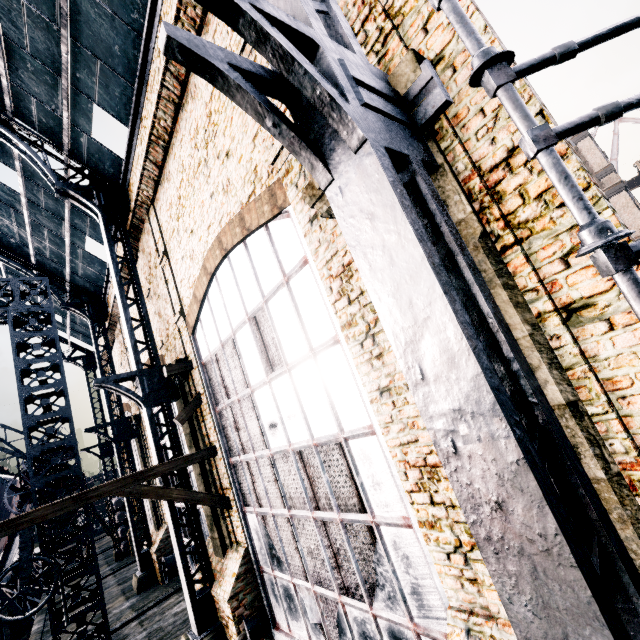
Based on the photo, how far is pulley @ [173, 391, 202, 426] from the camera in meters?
11.6 m

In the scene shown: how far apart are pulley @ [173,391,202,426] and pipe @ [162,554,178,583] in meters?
12.0 m

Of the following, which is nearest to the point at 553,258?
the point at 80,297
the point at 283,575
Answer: the point at 283,575

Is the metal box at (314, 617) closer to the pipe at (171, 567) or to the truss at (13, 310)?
the truss at (13, 310)

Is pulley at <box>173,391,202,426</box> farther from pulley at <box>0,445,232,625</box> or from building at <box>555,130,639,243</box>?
pulley at <box>0,445,232,625</box>

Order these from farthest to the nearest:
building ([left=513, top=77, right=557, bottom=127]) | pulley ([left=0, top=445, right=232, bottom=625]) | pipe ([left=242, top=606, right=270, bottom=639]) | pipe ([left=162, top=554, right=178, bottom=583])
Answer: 1. pipe ([left=162, top=554, right=178, bottom=583])
2. pipe ([left=242, top=606, right=270, bottom=639])
3. pulley ([left=0, top=445, right=232, bottom=625])
4. building ([left=513, top=77, right=557, bottom=127])

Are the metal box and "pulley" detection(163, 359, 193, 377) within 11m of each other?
yes

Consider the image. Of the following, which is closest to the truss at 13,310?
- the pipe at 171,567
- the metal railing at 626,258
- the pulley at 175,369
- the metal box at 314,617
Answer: the pipe at 171,567
